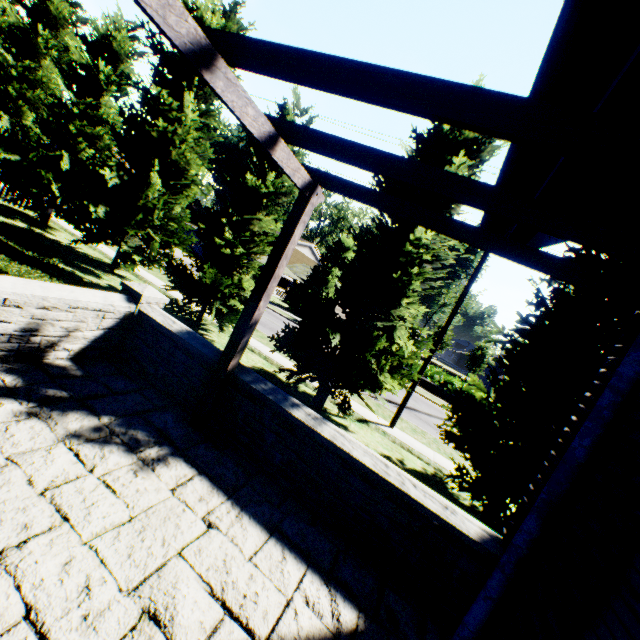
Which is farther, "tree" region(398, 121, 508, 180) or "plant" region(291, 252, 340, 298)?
"plant" region(291, 252, 340, 298)

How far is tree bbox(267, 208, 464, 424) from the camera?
8.65m

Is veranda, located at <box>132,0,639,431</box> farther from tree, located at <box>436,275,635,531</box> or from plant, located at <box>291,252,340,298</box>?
plant, located at <box>291,252,340,298</box>

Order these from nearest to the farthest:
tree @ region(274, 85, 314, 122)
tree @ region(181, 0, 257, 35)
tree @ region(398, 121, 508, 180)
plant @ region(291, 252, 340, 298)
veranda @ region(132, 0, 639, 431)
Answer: veranda @ region(132, 0, 639, 431) → tree @ region(398, 121, 508, 180) → tree @ region(274, 85, 314, 122) → tree @ region(181, 0, 257, 35) → plant @ region(291, 252, 340, 298)

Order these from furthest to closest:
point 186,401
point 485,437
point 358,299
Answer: point 358,299, point 485,437, point 186,401

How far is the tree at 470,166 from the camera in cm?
845

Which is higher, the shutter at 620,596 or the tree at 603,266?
the tree at 603,266
